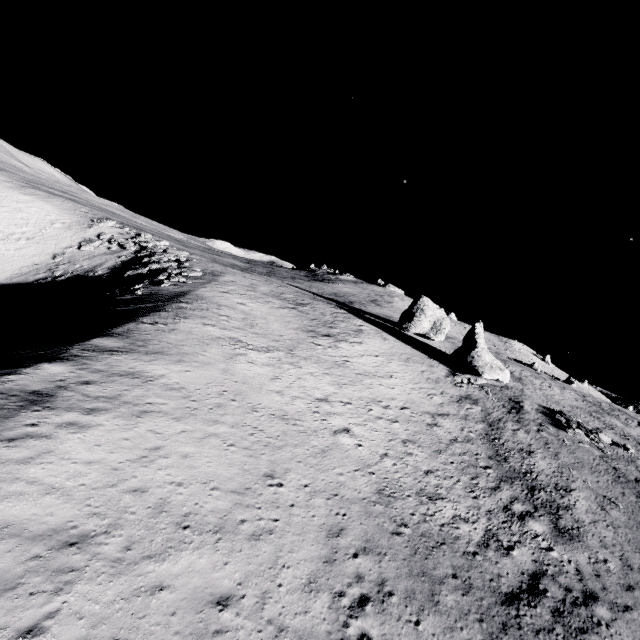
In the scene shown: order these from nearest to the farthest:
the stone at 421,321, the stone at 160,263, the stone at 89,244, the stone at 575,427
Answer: the stone at 575,427 < the stone at 160,263 < the stone at 89,244 < the stone at 421,321

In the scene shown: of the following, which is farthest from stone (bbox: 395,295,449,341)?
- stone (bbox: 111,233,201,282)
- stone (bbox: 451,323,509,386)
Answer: stone (bbox: 111,233,201,282)

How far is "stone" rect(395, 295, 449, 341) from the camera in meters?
50.0

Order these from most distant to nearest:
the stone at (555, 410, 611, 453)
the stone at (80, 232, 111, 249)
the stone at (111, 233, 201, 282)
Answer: the stone at (80, 232, 111, 249) → the stone at (111, 233, 201, 282) → the stone at (555, 410, 611, 453)

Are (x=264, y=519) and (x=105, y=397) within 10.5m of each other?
yes

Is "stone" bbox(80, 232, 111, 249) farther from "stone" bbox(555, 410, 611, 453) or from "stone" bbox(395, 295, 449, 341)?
"stone" bbox(555, 410, 611, 453)

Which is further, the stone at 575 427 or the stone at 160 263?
the stone at 160 263

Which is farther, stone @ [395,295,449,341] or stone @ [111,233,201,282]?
stone @ [395,295,449,341]
